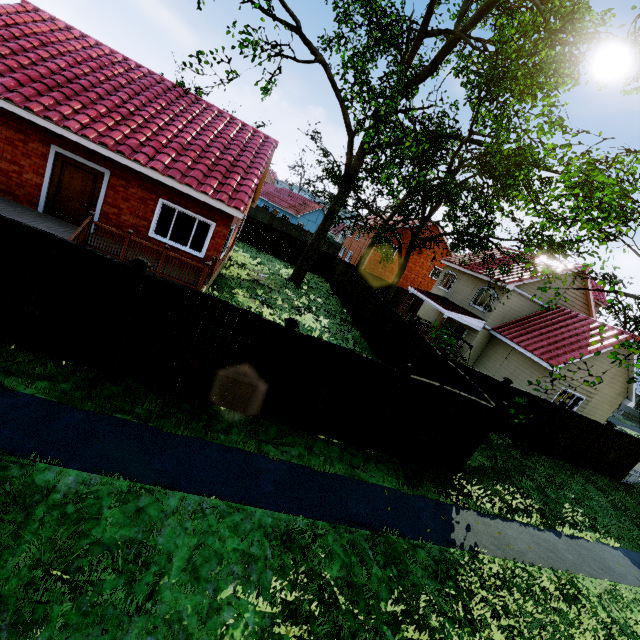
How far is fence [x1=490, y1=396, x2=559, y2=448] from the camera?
12.84m

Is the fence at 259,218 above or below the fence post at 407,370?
below

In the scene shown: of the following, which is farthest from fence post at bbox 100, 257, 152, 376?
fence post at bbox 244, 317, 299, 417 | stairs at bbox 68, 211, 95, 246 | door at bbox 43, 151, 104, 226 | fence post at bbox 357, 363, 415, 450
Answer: door at bbox 43, 151, 104, 226

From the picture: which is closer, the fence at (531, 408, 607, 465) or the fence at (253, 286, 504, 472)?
the fence at (253, 286, 504, 472)

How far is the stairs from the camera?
8.98m

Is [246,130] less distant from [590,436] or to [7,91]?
[7,91]

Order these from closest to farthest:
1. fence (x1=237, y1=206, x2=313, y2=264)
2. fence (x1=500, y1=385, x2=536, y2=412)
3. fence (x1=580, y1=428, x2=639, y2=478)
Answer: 1. fence (x1=500, y1=385, x2=536, y2=412)
2. fence (x1=580, y1=428, x2=639, y2=478)
3. fence (x1=237, y1=206, x2=313, y2=264)

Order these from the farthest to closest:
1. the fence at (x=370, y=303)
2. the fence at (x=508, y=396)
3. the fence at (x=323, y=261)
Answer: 1. the fence at (x=323, y=261)
2. the fence at (x=370, y=303)
3. the fence at (x=508, y=396)
